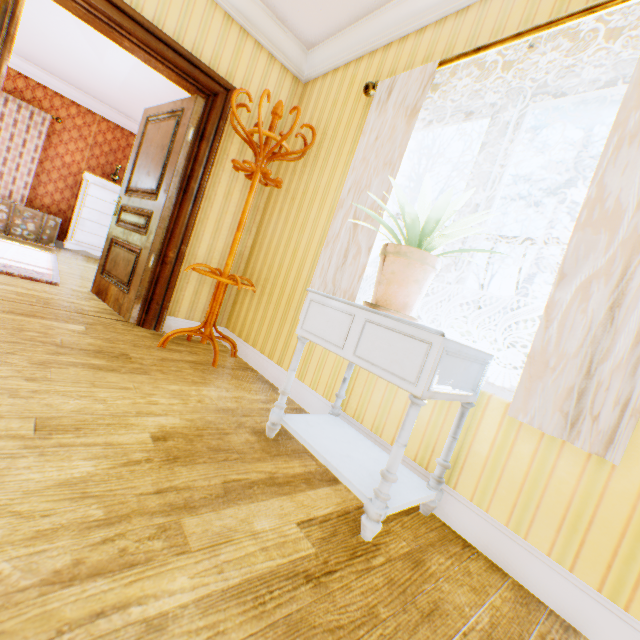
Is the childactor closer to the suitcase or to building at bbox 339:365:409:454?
building at bbox 339:365:409:454

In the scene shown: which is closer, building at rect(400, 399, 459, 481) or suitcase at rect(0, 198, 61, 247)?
building at rect(400, 399, 459, 481)

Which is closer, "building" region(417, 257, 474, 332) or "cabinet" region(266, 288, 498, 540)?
"cabinet" region(266, 288, 498, 540)

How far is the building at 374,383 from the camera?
1.88m

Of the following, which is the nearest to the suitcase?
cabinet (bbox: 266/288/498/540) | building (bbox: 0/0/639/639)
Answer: building (bbox: 0/0/639/639)

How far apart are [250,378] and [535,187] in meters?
72.5 m

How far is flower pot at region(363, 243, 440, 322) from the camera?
1.4 meters

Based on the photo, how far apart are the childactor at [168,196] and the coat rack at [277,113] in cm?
50
